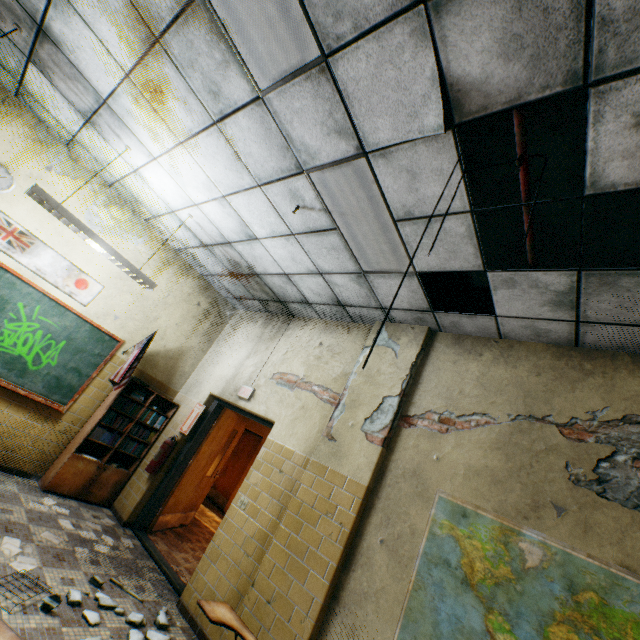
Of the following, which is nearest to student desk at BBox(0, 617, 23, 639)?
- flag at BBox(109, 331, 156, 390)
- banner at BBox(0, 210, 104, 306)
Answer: flag at BBox(109, 331, 156, 390)

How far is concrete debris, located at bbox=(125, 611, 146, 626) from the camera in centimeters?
292cm

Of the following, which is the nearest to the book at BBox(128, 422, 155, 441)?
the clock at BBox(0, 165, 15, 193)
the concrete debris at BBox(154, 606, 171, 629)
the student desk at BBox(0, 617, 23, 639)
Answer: the concrete debris at BBox(154, 606, 171, 629)

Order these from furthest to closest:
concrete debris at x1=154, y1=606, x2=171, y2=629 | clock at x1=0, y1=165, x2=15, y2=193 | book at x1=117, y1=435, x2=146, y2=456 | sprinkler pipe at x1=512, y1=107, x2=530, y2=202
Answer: book at x1=117, y1=435, x2=146, y2=456 < clock at x1=0, y1=165, x2=15, y2=193 < concrete debris at x1=154, y1=606, x2=171, y2=629 < sprinkler pipe at x1=512, y1=107, x2=530, y2=202

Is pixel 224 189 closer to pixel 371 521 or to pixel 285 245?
pixel 285 245

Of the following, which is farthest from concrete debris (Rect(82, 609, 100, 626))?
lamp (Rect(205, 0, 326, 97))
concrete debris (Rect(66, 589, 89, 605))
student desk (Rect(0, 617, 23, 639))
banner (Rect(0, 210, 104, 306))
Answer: lamp (Rect(205, 0, 326, 97))

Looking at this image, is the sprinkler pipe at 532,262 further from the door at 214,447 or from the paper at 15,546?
the paper at 15,546

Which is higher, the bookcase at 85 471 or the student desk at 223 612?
the student desk at 223 612
